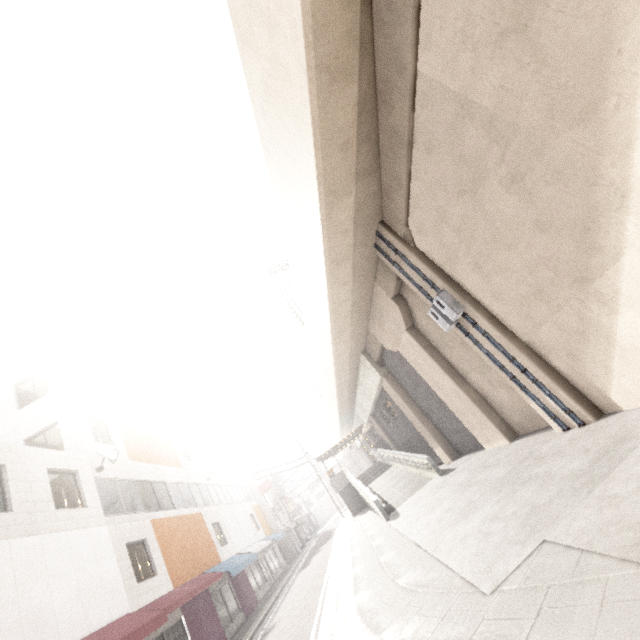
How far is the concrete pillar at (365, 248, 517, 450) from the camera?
10.7m

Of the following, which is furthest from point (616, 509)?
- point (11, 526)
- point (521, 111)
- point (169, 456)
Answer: point (169, 456)

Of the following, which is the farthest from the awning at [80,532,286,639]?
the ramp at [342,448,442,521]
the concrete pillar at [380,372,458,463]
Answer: the concrete pillar at [380,372,458,463]

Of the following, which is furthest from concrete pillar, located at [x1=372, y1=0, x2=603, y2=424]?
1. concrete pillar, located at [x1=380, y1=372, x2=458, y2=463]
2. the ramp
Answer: the ramp

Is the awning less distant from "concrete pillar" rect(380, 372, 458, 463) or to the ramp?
the ramp

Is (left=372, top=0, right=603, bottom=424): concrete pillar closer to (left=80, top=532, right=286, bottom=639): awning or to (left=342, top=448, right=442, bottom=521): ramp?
(left=342, top=448, right=442, bottom=521): ramp

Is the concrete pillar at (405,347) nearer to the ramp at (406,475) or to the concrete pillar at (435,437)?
the concrete pillar at (435,437)

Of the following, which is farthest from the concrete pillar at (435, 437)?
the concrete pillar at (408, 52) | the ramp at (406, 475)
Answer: the ramp at (406, 475)
